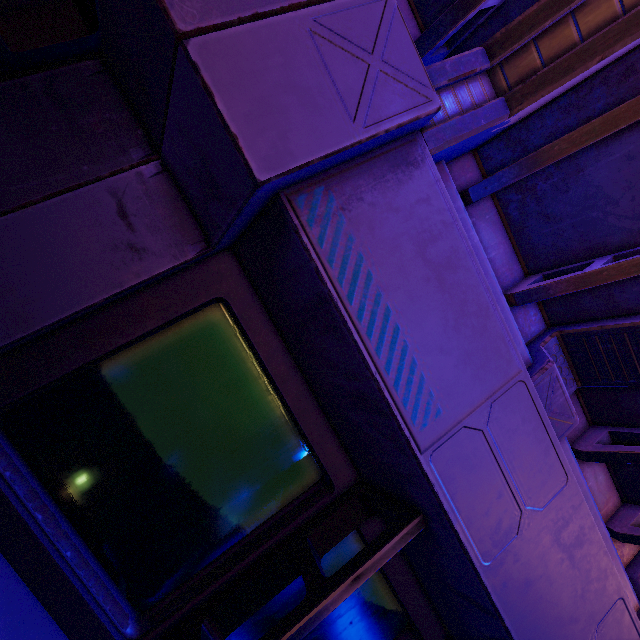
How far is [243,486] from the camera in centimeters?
173cm
